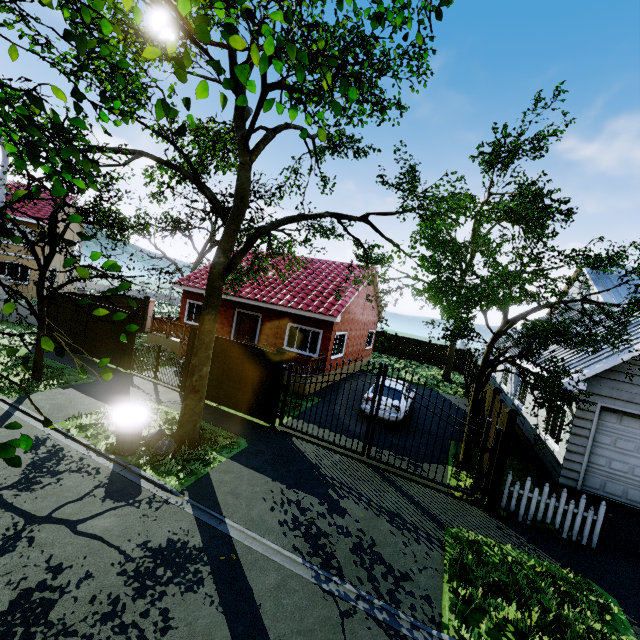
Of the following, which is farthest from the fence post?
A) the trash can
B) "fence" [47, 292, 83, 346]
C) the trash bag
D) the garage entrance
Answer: the trash can

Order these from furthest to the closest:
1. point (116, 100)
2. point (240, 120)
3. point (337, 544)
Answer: point (240, 120), point (337, 544), point (116, 100)

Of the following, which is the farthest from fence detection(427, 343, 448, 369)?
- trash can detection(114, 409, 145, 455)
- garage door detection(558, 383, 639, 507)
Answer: trash can detection(114, 409, 145, 455)

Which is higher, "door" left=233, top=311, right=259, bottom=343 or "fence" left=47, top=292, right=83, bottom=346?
"door" left=233, top=311, right=259, bottom=343

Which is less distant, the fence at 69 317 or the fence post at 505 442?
the fence post at 505 442

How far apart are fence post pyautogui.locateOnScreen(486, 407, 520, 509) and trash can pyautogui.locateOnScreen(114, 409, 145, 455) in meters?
8.8

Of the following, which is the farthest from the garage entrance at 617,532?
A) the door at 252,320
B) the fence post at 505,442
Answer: the door at 252,320

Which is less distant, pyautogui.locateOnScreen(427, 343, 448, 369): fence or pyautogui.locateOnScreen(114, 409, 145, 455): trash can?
pyautogui.locateOnScreen(114, 409, 145, 455): trash can
